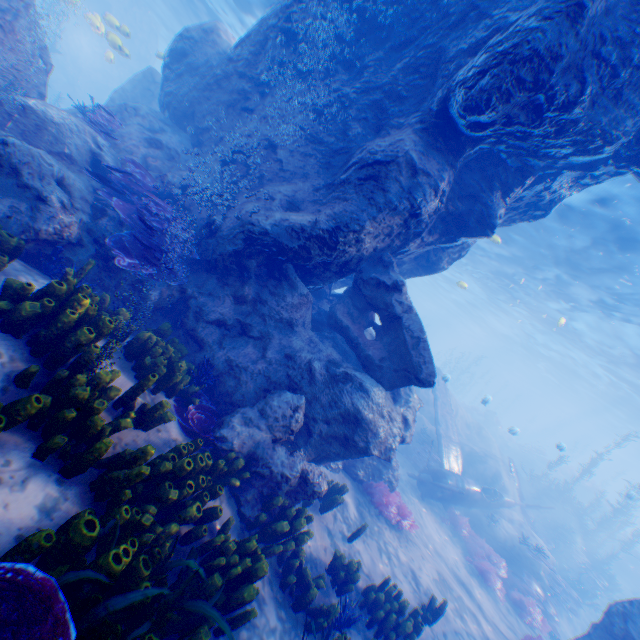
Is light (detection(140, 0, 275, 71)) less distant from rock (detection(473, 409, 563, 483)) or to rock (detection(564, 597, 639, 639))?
rock (detection(564, 597, 639, 639))

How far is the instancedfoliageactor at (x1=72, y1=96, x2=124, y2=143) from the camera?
8.63m

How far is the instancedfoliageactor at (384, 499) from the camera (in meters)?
9.01

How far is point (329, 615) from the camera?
4.9 meters

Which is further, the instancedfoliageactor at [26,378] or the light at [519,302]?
the light at [519,302]

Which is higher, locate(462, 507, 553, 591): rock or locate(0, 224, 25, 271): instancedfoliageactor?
locate(0, 224, 25, 271): instancedfoliageactor

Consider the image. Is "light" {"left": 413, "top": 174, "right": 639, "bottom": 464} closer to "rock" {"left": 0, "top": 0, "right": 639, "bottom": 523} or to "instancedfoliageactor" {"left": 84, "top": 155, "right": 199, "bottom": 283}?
"rock" {"left": 0, "top": 0, "right": 639, "bottom": 523}

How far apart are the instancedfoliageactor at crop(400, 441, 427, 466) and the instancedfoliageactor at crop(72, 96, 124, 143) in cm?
1680
